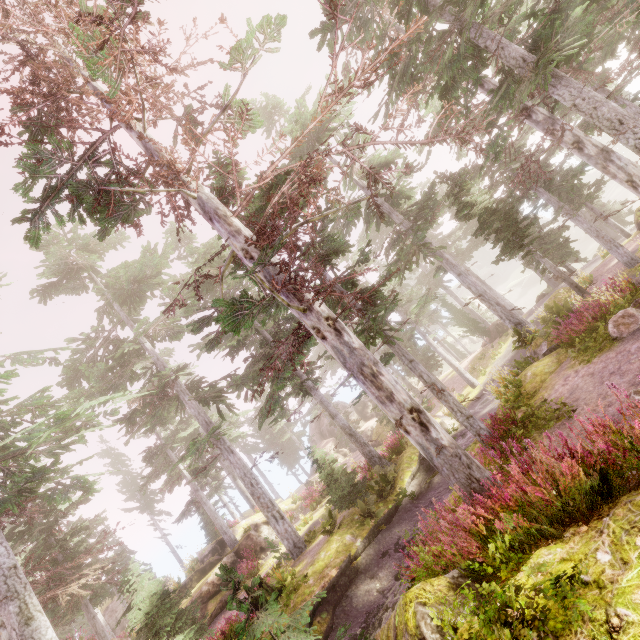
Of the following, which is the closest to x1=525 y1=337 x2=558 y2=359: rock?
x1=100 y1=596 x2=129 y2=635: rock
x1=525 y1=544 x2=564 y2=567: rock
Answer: x1=525 y1=544 x2=564 y2=567: rock

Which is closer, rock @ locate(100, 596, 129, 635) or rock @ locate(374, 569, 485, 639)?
rock @ locate(374, 569, 485, 639)

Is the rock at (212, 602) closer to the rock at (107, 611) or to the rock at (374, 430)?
the rock at (374, 430)

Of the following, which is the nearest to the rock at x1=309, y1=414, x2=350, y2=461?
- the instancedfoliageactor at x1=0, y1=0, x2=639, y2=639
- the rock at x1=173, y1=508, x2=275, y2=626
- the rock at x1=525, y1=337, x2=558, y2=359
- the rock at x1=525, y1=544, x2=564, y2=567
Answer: the instancedfoliageactor at x1=0, y1=0, x2=639, y2=639

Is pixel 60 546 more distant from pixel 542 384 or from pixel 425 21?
pixel 425 21

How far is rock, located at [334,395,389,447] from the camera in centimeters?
3368cm

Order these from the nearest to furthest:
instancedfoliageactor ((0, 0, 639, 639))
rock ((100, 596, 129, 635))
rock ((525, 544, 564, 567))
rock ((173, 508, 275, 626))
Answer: rock ((525, 544, 564, 567)) < instancedfoliageactor ((0, 0, 639, 639)) < rock ((173, 508, 275, 626)) < rock ((100, 596, 129, 635))

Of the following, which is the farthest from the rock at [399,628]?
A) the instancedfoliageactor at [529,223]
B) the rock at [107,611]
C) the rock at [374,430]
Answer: the rock at [107,611]
